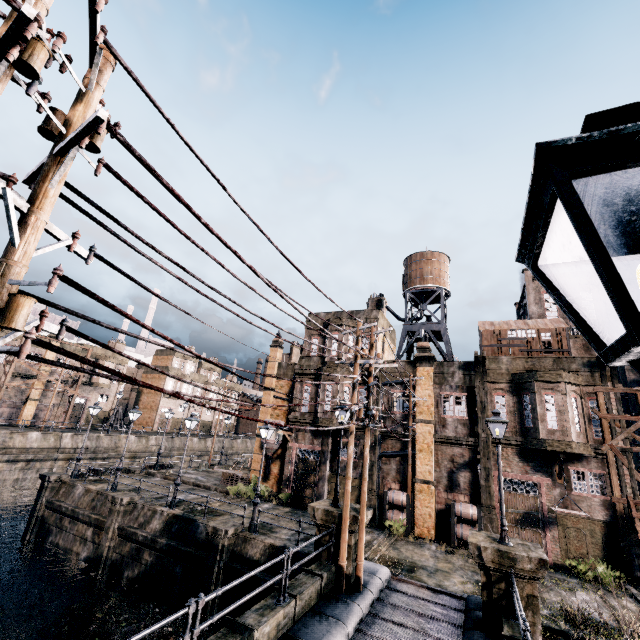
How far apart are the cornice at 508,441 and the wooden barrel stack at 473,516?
3.9 meters

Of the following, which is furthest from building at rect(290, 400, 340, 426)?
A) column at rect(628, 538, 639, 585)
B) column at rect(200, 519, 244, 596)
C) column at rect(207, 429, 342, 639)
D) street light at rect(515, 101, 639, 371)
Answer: street light at rect(515, 101, 639, 371)

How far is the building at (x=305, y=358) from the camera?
26.3m

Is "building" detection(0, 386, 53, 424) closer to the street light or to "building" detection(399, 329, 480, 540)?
"building" detection(399, 329, 480, 540)

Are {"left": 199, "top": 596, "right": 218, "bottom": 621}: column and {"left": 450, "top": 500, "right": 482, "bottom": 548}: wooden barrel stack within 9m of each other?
no

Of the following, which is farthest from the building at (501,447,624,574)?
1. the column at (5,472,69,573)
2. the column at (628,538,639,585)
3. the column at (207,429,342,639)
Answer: the column at (5,472,69,573)

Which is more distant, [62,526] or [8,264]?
[62,526]

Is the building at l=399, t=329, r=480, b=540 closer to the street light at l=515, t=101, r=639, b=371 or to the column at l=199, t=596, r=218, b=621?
the column at l=199, t=596, r=218, b=621
